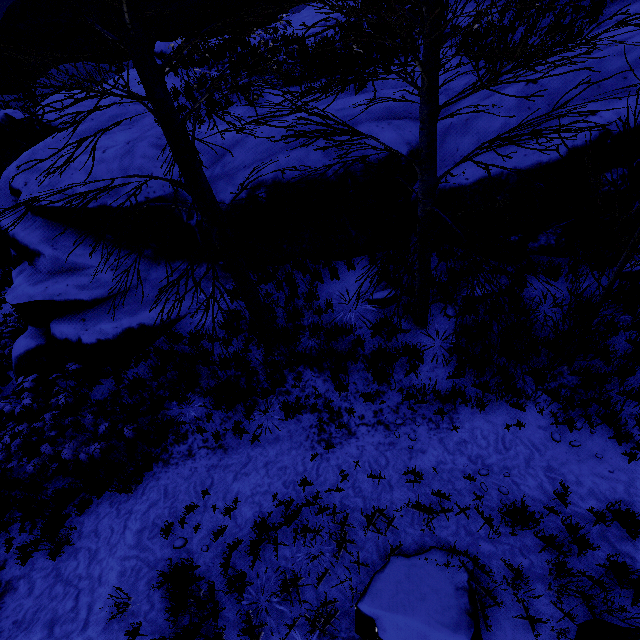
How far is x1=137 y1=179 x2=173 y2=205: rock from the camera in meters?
7.5 m

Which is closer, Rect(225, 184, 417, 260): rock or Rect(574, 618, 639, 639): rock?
Rect(574, 618, 639, 639): rock

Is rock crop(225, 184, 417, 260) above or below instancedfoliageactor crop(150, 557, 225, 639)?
above

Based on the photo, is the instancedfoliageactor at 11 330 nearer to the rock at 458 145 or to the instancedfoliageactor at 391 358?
the rock at 458 145

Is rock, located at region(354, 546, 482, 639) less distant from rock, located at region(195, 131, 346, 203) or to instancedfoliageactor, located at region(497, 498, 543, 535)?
instancedfoliageactor, located at region(497, 498, 543, 535)

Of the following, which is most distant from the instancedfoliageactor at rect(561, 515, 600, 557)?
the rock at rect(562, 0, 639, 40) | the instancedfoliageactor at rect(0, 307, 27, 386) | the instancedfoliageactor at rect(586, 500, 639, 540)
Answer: the instancedfoliageactor at rect(0, 307, 27, 386)

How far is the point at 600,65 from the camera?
5.1m
